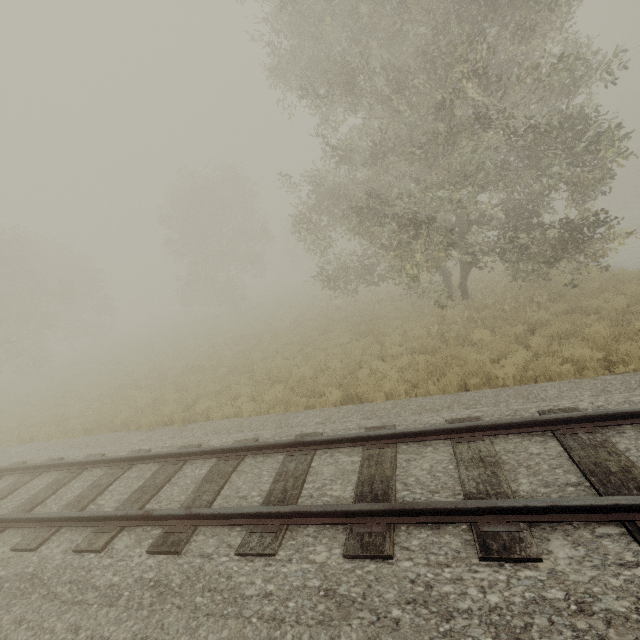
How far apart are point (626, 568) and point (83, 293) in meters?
43.6 m
